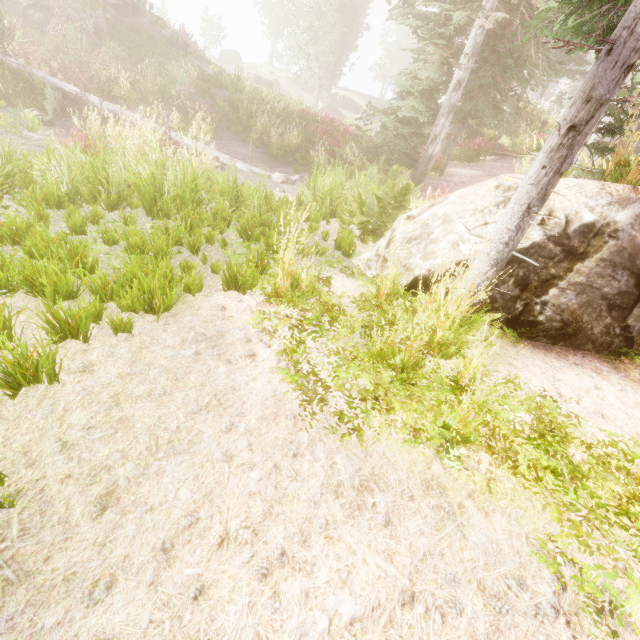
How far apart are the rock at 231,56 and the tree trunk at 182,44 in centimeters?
3224cm

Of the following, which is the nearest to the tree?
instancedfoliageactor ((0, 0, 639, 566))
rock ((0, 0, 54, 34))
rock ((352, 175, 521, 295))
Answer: instancedfoliageactor ((0, 0, 639, 566))

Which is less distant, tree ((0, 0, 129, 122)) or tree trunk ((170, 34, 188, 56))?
tree ((0, 0, 129, 122))

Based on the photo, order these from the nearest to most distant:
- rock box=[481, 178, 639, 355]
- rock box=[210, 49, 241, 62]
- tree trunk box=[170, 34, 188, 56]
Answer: rock box=[481, 178, 639, 355], tree trunk box=[170, 34, 188, 56], rock box=[210, 49, 241, 62]

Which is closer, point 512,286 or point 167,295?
point 167,295

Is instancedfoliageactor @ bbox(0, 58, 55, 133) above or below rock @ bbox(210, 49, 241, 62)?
below

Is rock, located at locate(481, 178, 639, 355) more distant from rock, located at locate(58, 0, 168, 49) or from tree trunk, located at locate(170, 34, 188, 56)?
tree trunk, located at locate(170, 34, 188, 56)

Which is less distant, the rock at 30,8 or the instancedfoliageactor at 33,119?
the instancedfoliageactor at 33,119
